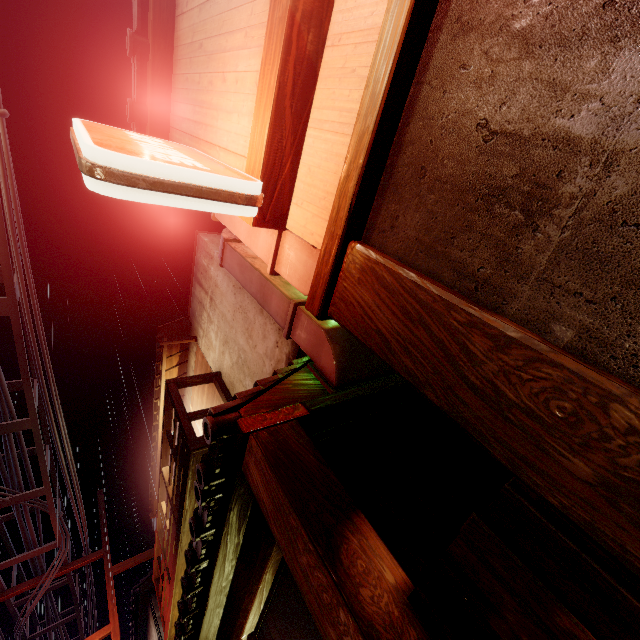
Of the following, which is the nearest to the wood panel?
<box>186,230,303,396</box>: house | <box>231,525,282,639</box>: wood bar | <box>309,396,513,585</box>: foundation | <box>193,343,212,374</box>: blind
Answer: <box>231,525,282,639</box>: wood bar

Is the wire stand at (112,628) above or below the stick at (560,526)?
above

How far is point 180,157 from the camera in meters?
3.8

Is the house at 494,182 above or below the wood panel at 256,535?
below

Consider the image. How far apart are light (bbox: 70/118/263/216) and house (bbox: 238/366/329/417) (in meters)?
2.80

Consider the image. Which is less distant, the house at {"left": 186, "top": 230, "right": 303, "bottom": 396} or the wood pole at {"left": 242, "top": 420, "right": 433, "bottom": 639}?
the wood pole at {"left": 242, "top": 420, "right": 433, "bottom": 639}

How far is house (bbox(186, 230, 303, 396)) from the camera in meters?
8.2

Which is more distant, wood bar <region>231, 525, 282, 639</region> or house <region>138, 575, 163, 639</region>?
house <region>138, 575, 163, 639</region>
